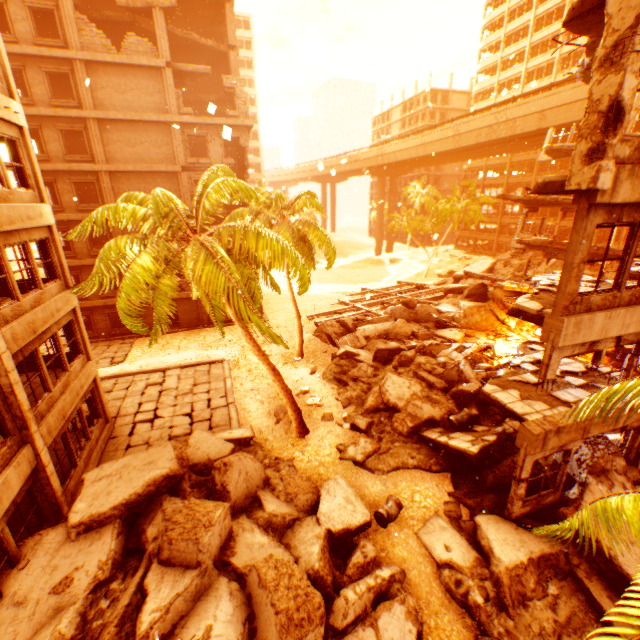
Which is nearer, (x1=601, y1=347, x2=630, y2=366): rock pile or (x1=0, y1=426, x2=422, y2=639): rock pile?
(x1=0, y1=426, x2=422, y2=639): rock pile

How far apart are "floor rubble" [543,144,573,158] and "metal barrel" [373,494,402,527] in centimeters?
2337cm

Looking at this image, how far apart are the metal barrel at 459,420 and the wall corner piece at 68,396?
13.4 meters

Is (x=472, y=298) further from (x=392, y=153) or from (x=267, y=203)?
(x=392, y=153)

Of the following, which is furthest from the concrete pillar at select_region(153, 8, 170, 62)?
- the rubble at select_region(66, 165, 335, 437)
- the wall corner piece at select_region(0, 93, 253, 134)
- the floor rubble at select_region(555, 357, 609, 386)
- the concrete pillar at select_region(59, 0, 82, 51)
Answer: the floor rubble at select_region(555, 357, 609, 386)

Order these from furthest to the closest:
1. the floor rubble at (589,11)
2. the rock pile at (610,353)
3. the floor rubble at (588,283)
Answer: the rock pile at (610,353), the floor rubble at (588,283), the floor rubble at (589,11)

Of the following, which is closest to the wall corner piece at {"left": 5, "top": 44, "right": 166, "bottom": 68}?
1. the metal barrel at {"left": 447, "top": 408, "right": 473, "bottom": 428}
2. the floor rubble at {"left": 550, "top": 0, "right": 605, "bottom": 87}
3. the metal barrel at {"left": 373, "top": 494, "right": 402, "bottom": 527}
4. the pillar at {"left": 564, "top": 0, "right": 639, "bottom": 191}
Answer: the floor rubble at {"left": 550, "top": 0, "right": 605, "bottom": 87}

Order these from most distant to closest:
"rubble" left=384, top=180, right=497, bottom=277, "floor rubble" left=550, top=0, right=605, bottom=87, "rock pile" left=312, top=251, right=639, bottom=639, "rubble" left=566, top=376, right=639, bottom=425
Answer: "rubble" left=384, top=180, right=497, bottom=277 → "rock pile" left=312, top=251, right=639, bottom=639 → "floor rubble" left=550, top=0, right=605, bottom=87 → "rubble" left=566, top=376, right=639, bottom=425
